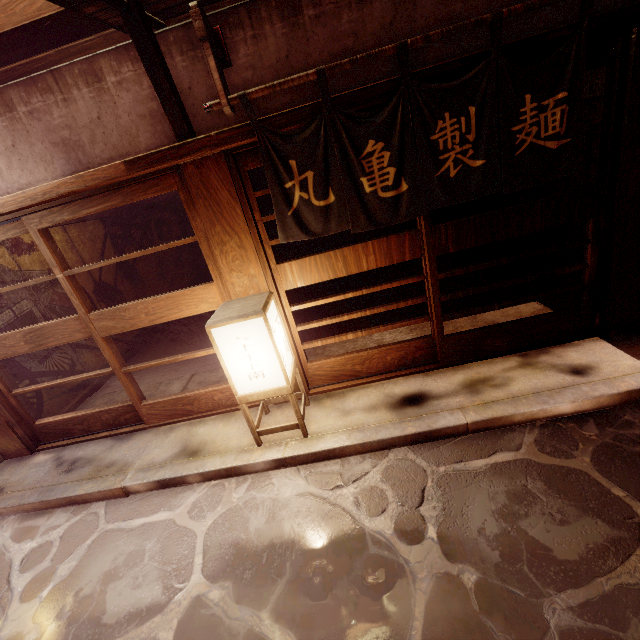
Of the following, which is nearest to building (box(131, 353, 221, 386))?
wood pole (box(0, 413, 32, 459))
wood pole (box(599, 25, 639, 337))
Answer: wood pole (box(0, 413, 32, 459))

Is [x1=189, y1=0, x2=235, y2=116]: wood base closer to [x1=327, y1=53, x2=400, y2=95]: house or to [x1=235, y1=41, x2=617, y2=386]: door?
[x1=327, y1=53, x2=400, y2=95]: house

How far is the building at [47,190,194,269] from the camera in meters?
11.1 m

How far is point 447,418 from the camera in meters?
5.7

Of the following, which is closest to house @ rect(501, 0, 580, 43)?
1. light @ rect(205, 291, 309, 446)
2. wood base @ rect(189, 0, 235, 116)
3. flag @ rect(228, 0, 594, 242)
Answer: wood base @ rect(189, 0, 235, 116)

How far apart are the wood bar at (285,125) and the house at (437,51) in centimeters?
23cm

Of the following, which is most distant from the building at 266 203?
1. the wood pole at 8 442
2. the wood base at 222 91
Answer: the wood pole at 8 442
